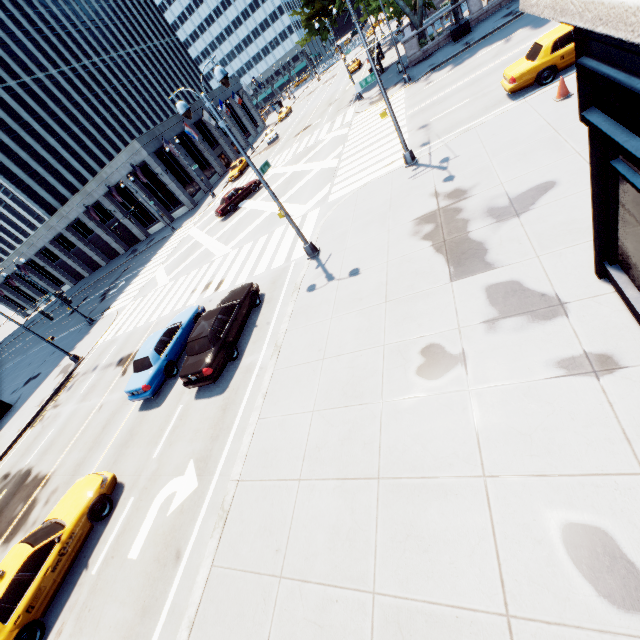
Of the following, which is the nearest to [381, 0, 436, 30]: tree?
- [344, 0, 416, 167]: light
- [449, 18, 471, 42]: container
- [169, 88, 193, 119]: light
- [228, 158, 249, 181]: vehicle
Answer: [449, 18, 471, 42]: container

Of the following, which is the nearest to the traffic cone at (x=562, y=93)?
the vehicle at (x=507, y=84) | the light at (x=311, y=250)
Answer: the vehicle at (x=507, y=84)

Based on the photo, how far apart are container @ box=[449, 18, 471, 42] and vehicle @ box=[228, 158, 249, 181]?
26.06m

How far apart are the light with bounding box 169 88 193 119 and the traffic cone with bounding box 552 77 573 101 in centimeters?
1312cm

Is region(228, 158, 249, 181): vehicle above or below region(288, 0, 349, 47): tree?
below

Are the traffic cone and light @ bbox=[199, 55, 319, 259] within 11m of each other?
yes

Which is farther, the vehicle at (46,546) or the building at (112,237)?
the building at (112,237)

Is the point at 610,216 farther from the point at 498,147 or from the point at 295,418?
the point at 498,147
